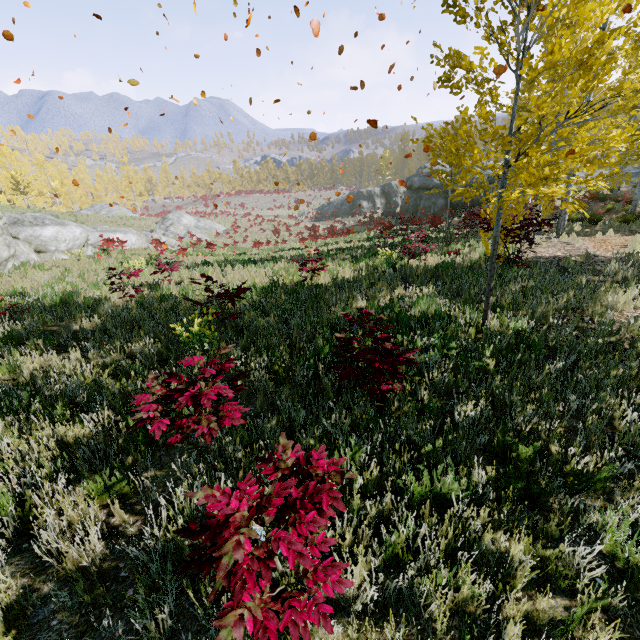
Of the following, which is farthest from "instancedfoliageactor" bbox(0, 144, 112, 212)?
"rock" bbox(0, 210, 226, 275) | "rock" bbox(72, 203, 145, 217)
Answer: "rock" bbox(0, 210, 226, 275)

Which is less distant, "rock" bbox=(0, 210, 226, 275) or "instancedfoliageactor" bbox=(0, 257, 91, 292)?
"instancedfoliageactor" bbox=(0, 257, 91, 292)

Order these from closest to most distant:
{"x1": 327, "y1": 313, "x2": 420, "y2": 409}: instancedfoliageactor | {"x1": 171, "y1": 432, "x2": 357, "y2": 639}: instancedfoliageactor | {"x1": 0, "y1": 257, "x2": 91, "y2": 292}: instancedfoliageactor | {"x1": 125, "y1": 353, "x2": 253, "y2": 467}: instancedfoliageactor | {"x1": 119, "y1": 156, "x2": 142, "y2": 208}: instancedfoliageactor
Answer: {"x1": 171, "y1": 432, "x2": 357, "y2": 639}: instancedfoliageactor < {"x1": 125, "y1": 353, "x2": 253, "y2": 467}: instancedfoliageactor < {"x1": 327, "y1": 313, "x2": 420, "y2": 409}: instancedfoliageactor < {"x1": 0, "y1": 257, "x2": 91, "y2": 292}: instancedfoliageactor < {"x1": 119, "y1": 156, "x2": 142, "y2": 208}: instancedfoliageactor

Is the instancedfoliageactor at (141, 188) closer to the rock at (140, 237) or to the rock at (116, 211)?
the rock at (116, 211)

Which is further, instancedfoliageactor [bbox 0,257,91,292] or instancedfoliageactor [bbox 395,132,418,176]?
instancedfoliageactor [bbox 395,132,418,176]

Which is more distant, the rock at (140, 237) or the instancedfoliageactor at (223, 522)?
the rock at (140, 237)

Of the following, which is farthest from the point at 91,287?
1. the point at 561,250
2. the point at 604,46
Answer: the point at 561,250
